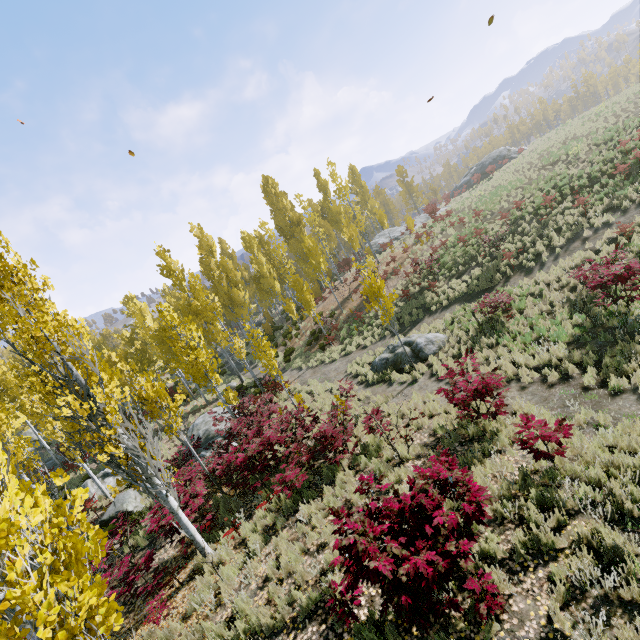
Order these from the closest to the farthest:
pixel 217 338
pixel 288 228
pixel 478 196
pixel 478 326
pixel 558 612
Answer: pixel 558 612 → pixel 478 326 → pixel 217 338 → pixel 478 196 → pixel 288 228

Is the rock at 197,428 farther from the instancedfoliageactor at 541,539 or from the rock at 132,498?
the instancedfoliageactor at 541,539

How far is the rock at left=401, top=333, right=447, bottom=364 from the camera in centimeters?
1392cm

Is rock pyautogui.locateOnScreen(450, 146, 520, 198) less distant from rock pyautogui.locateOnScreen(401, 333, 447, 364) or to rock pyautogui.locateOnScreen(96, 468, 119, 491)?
rock pyautogui.locateOnScreen(96, 468, 119, 491)

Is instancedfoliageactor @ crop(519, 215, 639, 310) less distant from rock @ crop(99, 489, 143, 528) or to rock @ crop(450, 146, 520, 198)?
rock @ crop(99, 489, 143, 528)

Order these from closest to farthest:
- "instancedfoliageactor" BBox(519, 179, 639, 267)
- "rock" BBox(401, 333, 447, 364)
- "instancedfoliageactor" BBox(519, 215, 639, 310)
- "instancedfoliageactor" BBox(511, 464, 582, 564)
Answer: "instancedfoliageactor" BBox(511, 464, 582, 564)
"instancedfoliageactor" BBox(519, 215, 639, 310)
"rock" BBox(401, 333, 447, 364)
"instancedfoliageactor" BBox(519, 179, 639, 267)

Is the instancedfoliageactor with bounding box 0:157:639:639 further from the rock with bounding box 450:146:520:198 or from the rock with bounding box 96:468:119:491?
the rock with bounding box 450:146:520:198

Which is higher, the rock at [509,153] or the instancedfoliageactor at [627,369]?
the rock at [509,153]
